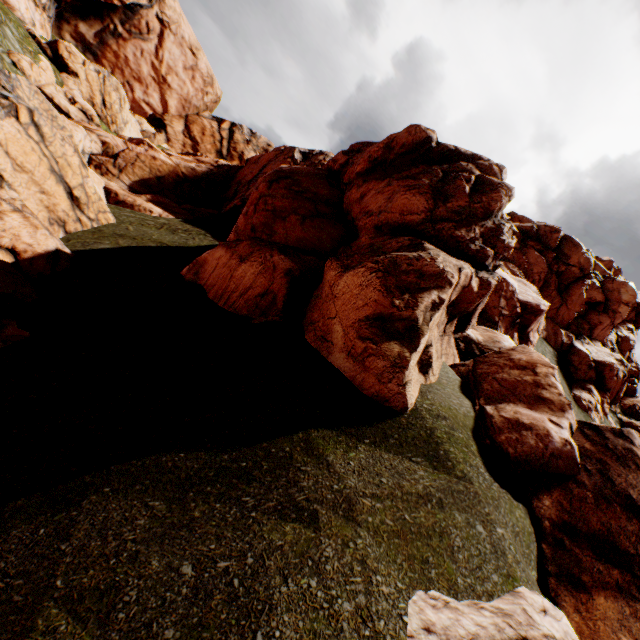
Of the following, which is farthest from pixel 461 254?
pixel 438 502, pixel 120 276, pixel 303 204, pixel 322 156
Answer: pixel 322 156
